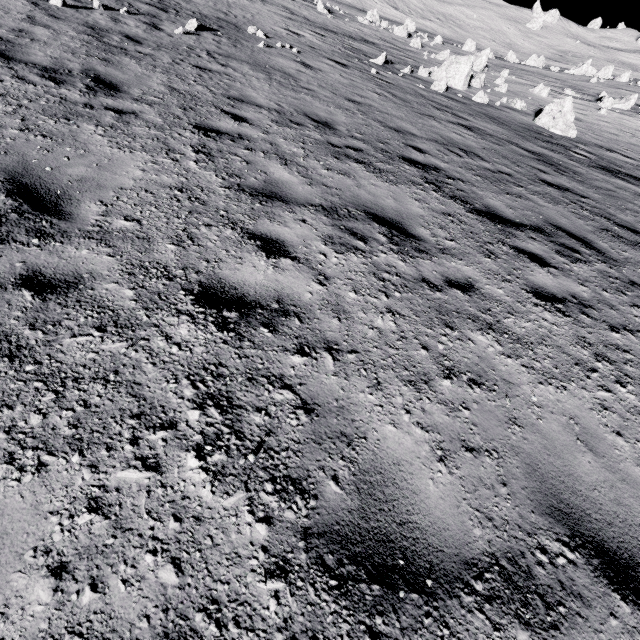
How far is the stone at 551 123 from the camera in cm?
1379

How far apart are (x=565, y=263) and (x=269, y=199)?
4.7 meters

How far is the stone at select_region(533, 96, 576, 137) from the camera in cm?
1379

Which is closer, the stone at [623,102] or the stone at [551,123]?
the stone at [551,123]

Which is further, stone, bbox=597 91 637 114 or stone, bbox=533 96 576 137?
stone, bbox=597 91 637 114

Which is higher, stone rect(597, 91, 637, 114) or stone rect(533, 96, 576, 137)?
stone rect(597, 91, 637, 114)
